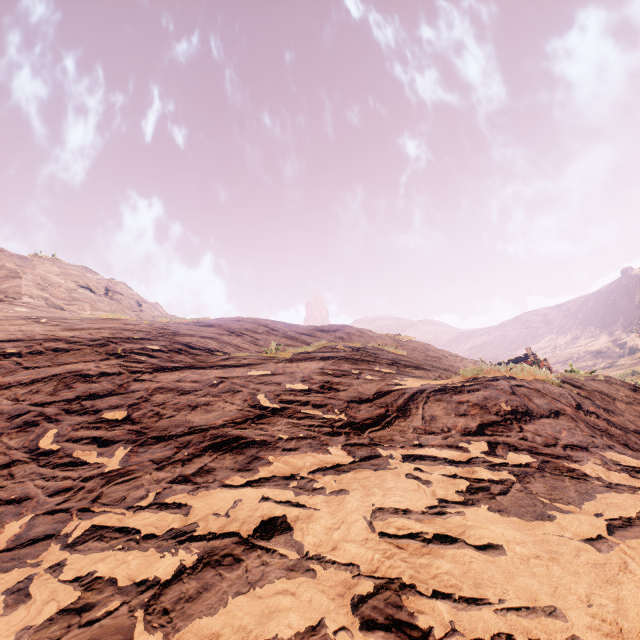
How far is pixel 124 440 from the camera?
4.3m
